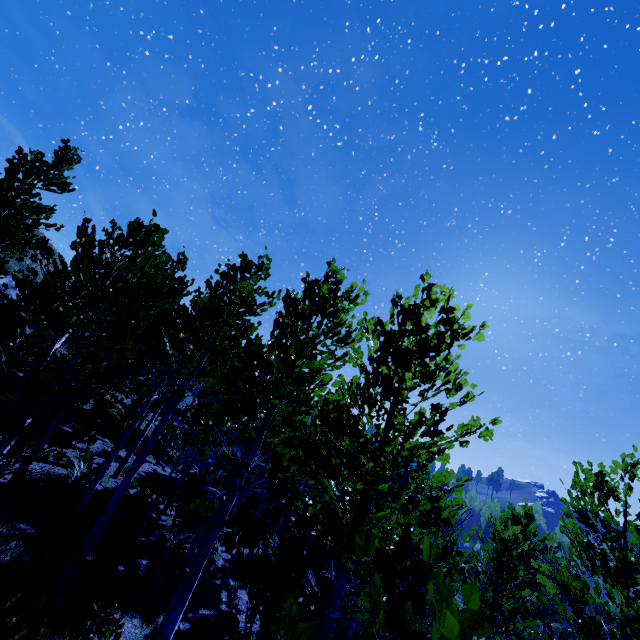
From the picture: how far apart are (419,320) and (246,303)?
7.9m
